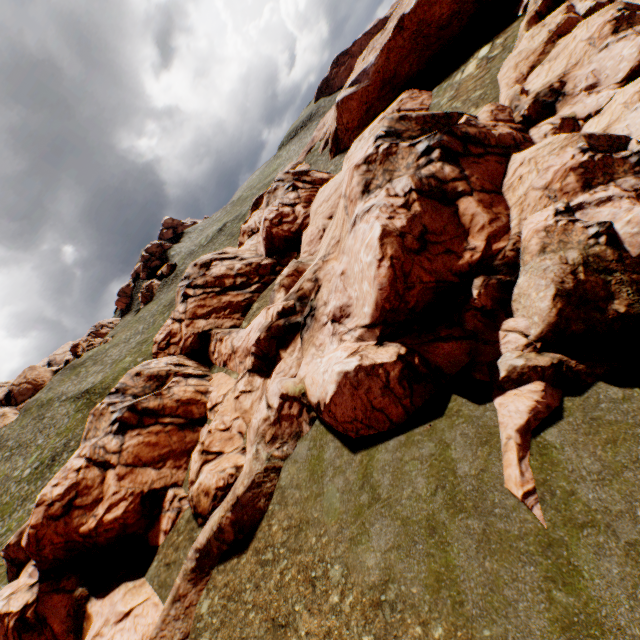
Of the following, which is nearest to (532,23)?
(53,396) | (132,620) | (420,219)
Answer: (420,219)
